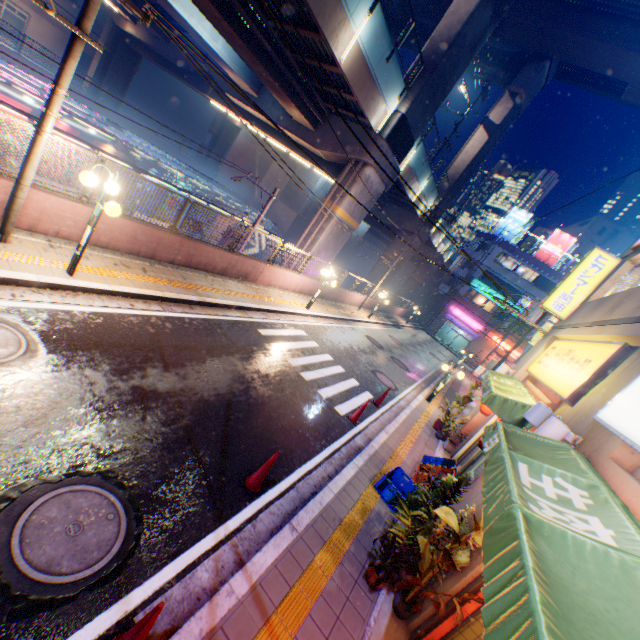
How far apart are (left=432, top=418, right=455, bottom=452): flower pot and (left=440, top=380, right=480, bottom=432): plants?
0.4m

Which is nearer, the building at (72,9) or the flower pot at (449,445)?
the flower pot at (449,445)

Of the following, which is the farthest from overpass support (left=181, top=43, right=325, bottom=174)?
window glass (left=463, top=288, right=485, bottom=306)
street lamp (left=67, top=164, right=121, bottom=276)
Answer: street lamp (left=67, top=164, right=121, bottom=276)

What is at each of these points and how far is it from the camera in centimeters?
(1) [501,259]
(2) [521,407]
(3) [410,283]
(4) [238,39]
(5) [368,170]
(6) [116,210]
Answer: (1) window glass, 4353cm
(2) awning, 656cm
(3) overpass support, 4388cm
(4) overpass support, 1318cm
(5) overpass support, 1802cm
(6) street lamp, 620cm

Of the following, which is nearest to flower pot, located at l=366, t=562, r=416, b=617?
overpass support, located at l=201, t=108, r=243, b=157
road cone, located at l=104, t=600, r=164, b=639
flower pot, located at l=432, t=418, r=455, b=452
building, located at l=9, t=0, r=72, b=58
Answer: road cone, located at l=104, t=600, r=164, b=639

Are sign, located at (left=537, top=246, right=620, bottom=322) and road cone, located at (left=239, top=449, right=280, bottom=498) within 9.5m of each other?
no

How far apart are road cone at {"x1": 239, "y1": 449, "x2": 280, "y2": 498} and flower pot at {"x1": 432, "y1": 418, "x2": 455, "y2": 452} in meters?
8.6 m

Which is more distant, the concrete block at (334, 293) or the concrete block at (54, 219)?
the concrete block at (334, 293)
